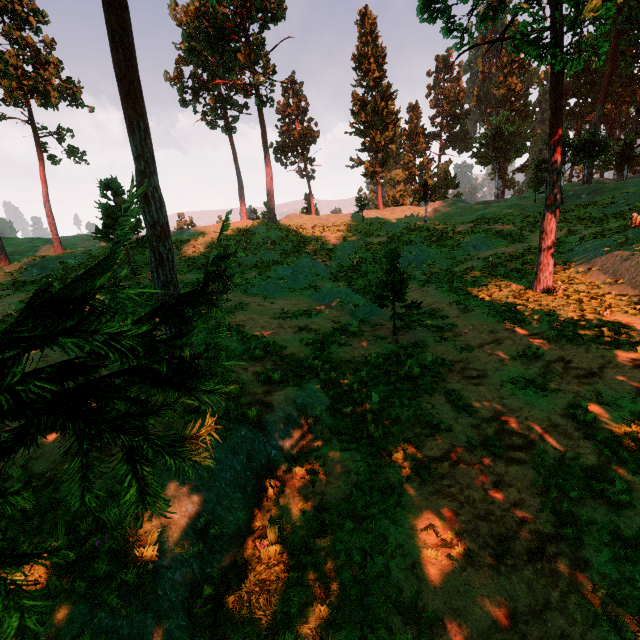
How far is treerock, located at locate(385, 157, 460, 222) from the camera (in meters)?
35.28

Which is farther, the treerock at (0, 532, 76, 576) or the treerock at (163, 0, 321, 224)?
the treerock at (163, 0, 321, 224)

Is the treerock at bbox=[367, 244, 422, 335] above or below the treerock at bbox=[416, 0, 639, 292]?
below

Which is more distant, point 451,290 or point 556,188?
point 451,290

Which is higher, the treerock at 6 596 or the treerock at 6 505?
the treerock at 6 505

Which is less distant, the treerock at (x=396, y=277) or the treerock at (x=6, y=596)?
the treerock at (x=6, y=596)

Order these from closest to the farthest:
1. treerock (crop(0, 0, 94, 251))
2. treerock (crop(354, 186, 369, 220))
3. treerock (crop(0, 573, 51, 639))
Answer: treerock (crop(0, 573, 51, 639))
treerock (crop(0, 0, 94, 251))
treerock (crop(354, 186, 369, 220))
